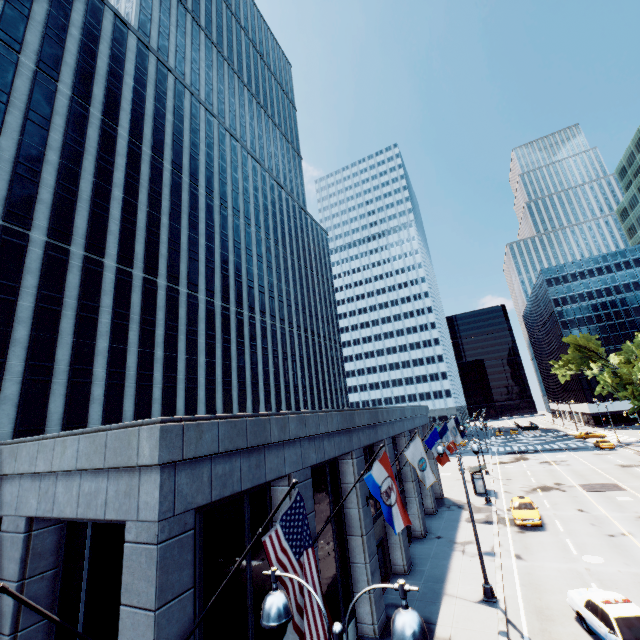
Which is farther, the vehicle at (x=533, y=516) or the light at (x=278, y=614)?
the vehicle at (x=533, y=516)

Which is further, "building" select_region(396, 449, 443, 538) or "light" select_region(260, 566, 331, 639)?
"building" select_region(396, 449, 443, 538)

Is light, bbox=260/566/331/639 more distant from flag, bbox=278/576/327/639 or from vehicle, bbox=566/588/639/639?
vehicle, bbox=566/588/639/639

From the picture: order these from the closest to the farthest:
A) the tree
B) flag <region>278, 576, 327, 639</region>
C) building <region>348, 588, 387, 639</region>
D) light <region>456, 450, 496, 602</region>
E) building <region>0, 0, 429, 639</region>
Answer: flag <region>278, 576, 327, 639</region> < building <region>0, 0, 429, 639</region> < building <region>348, 588, 387, 639</region> < light <region>456, 450, 496, 602</region> < the tree

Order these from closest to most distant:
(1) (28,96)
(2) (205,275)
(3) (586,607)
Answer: (3) (586,607) < (1) (28,96) < (2) (205,275)

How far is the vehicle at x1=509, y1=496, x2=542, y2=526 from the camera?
24.27m

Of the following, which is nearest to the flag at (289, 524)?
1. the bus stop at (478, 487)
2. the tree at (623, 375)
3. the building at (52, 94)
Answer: the building at (52, 94)

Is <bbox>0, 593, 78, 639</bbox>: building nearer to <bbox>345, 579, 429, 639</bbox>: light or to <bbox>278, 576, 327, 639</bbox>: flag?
<bbox>278, 576, 327, 639</bbox>: flag
